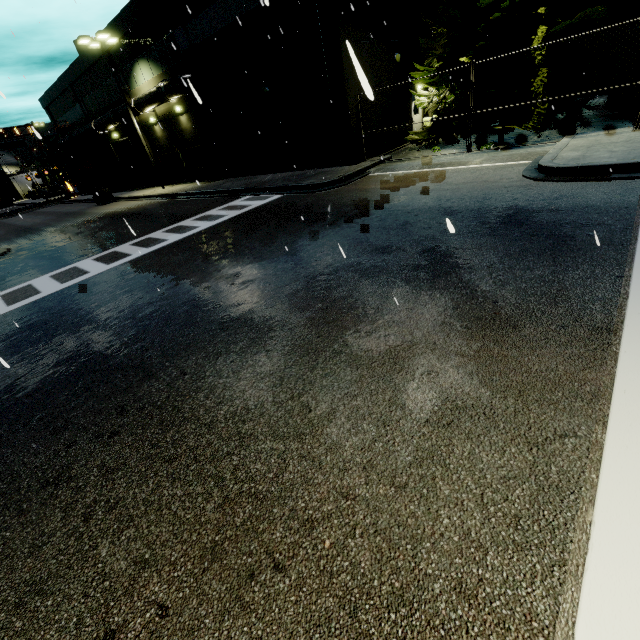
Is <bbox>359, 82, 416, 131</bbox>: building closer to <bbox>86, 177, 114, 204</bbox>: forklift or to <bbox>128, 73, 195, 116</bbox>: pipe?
<bbox>128, 73, 195, 116</bbox>: pipe

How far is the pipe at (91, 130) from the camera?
26.1 meters

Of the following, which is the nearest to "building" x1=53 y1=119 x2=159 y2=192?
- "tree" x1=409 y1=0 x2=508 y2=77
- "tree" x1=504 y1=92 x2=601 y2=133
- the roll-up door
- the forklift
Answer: the roll-up door

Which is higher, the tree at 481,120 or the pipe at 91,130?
the pipe at 91,130

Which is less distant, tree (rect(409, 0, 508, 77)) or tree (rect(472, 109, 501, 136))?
tree (rect(409, 0, 508, 77))

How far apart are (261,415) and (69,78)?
43.6m

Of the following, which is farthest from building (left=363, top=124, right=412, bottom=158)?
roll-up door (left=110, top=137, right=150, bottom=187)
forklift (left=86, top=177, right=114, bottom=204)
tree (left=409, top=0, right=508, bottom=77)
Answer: forklift (left=86, top=177, right=114, bottom=204)

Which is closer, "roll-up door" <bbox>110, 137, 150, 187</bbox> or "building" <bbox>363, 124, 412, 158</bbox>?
"building" <bbox>363, 124, 412, 158</bbox>
